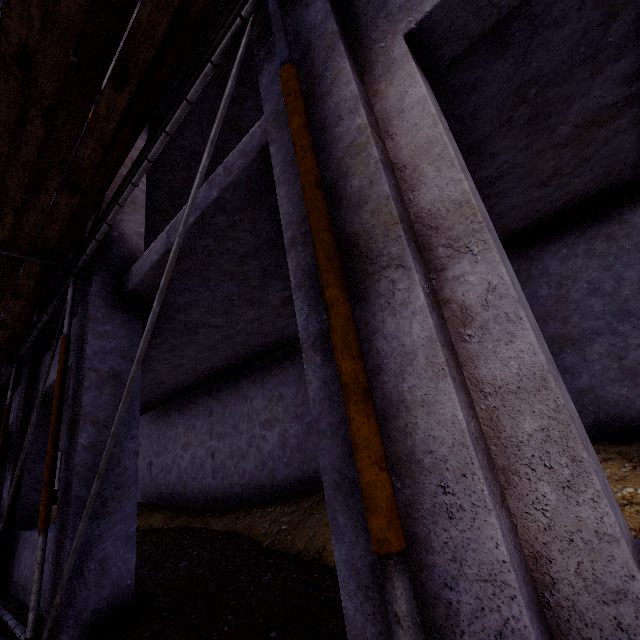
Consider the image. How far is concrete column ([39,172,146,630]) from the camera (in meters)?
3.31

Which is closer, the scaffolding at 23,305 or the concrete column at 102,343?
the scaffolding at 23,305

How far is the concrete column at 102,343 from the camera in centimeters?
Result: 331cm

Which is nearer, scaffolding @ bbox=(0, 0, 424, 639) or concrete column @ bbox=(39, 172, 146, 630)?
scaffolding @ bbox=(0, 0, 424, 639)

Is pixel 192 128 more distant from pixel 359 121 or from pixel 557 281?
pixel 557 281
